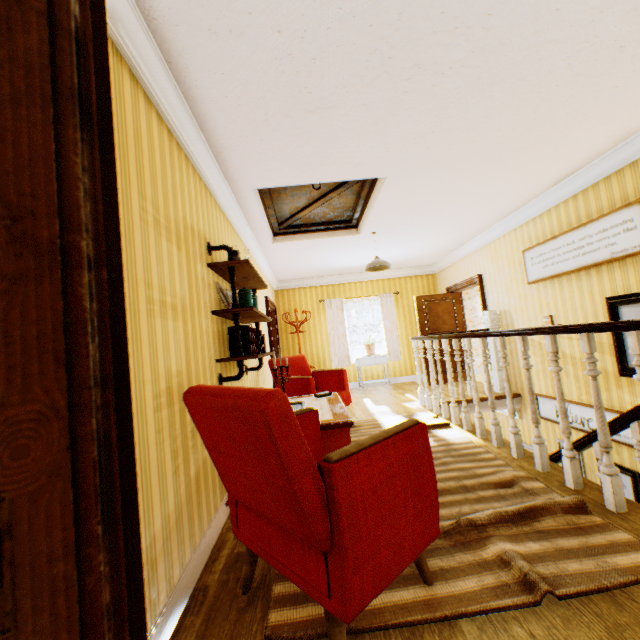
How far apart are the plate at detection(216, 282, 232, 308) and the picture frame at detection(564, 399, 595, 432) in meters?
4.9

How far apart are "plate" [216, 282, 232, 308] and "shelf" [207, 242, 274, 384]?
0.1 meters

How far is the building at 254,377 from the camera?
3.6m

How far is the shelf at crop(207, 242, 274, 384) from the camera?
2.8 meters

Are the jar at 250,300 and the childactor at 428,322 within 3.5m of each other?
no

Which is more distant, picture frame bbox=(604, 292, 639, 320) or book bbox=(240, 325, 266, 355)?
picture frame bbox=(604, 292, 639, 320)

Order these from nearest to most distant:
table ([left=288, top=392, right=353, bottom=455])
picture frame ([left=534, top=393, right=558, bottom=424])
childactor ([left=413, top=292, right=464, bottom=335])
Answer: table ([left=288, top=392, right=353, bottom=455]) → picture frame ([left=534, top=393, right=558, bottom=424]) → childactor ([left=413, top=292, right=464, bottom=335])

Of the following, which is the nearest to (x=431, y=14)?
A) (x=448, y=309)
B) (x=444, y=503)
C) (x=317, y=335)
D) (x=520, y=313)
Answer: (x=444, y=503)
